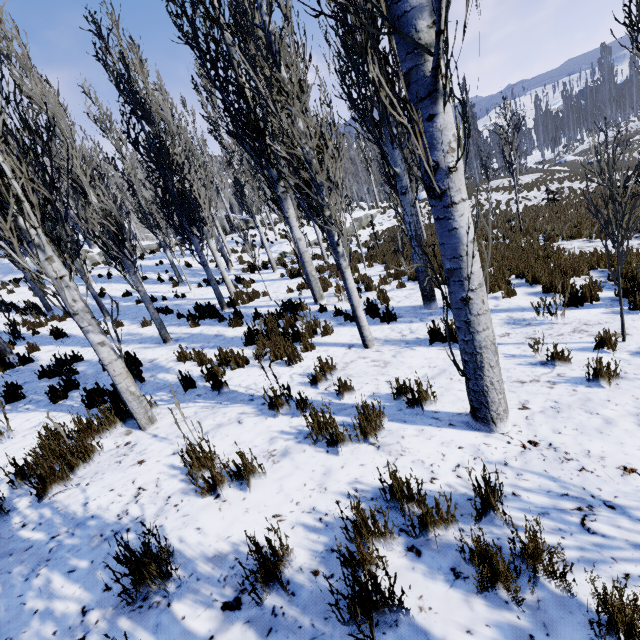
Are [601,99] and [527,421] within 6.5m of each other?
no

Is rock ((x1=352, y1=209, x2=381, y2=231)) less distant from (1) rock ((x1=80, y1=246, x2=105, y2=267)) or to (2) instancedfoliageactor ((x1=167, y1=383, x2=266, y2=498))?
(2) instancedfoliageactor ((x1=167, y1=383, x2=266, y2=498))

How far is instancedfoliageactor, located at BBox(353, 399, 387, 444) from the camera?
3.1m

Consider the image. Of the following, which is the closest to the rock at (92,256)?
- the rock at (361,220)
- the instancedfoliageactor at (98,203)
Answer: the instancedfoliageactor at (98,203)

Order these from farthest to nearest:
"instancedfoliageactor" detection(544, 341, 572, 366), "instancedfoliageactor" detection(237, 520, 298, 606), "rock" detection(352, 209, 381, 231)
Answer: "rock" detection(352, 209, 381, 231), "instancedfoliageactor" detection(544, 341, 572, 366), "instancedfoliageactor" detection(237, 520, 298, 606)

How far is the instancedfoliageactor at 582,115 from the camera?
52.0 meters

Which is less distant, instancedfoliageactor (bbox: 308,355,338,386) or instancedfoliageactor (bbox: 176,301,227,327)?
instancedfoliageactor (bbox: 308,355,338,386)
